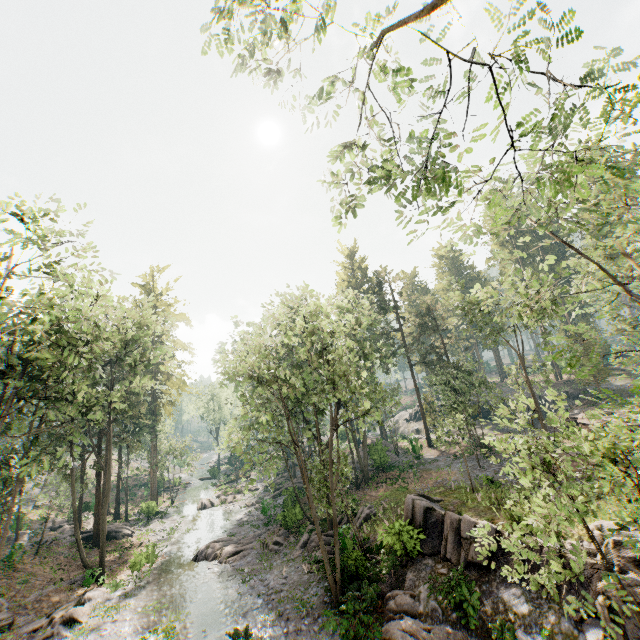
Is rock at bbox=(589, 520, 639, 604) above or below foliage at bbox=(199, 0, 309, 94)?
below

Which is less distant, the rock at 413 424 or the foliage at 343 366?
the foliage at 343 366

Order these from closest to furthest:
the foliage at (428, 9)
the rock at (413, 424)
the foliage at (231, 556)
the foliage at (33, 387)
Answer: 1. the foliage at (428, 9)
2. the foliage at (33, 387)
3. the foliage at (231, 556)
4. the rock at (413, 424)

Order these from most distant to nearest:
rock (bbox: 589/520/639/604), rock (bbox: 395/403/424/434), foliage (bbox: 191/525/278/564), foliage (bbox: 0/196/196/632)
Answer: rock (bbox: 395/403/424/434), foliage (bbox: 191/525/278/564), foliage (bbox: 0/196/196/632), rock (bbox: 589/520/639/604)

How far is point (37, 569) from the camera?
24.0m

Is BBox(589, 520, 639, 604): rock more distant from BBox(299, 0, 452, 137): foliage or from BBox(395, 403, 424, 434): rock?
BBox(395, 403, 424, 434): rock

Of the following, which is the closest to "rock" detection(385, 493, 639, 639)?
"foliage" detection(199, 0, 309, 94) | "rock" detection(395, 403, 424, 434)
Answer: "foliage" detection(199, 0, 309, 94)
